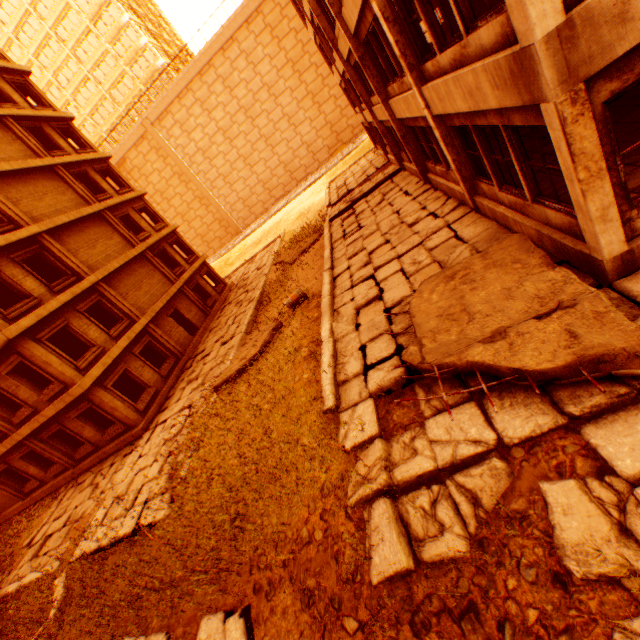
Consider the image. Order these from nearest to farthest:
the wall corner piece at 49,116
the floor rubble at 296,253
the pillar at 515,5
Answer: the pillar at 515,5 < the wall corner piece at 49,116 < the floor rubble at 296,253

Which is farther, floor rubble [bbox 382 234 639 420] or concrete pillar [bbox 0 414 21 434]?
concrete pillar [bbox 0 414 21 434]

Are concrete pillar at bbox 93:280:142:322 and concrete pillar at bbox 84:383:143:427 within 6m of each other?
yes

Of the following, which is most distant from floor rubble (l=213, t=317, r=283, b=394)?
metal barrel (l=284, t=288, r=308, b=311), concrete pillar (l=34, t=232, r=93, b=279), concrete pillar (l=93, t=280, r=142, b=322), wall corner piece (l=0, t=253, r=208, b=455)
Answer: concrete pillar (l=34, t=232, r=93, b=279)

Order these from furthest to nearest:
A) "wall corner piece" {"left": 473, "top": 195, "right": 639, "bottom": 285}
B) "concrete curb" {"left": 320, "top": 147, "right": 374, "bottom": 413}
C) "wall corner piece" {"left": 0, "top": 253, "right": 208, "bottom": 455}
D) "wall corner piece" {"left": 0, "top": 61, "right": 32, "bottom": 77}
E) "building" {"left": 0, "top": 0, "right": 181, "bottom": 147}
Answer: "building" {"left": 0, "top": 0, "right": 181, "bottom": 147} < "wall corner piece" {"left": 0, "top": 61, "right": 32, "bottom": 77} < "wall corner piece" {"left": 0, "top": 253, "right": 208, "bottom": 455} < "concrete curb" {"left": 320, "top": 147, "right": 374, "bottom": 413} < "wall corner piece" {"left": 473, "top": 195, "right": 639, "bottom": 285}

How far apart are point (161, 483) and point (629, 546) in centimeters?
1076cm

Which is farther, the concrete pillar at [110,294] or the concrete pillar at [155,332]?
the concrete pillar at [155,332]

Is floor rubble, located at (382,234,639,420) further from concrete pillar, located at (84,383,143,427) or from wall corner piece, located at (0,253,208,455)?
wall corner piece, located at (0,253,208,455)
